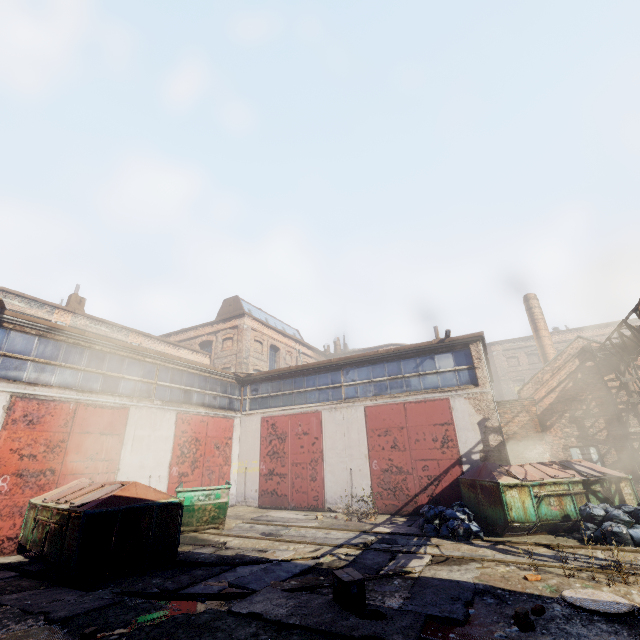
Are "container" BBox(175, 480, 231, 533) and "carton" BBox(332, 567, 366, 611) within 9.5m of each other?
yes

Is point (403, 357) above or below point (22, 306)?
below

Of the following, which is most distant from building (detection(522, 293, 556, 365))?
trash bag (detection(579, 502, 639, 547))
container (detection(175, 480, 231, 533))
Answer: container (detection(175, 480, 231, 533))

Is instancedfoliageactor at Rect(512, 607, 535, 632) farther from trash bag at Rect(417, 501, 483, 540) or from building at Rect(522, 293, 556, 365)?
building at Rect(522, 293, 556, 365)

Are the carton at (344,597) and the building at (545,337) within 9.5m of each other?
no

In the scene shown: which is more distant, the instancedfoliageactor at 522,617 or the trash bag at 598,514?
the trash bag at 598,514

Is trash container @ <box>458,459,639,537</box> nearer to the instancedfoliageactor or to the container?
the instancedfoliageactor

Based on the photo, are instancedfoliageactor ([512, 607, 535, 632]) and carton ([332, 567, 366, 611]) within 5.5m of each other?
yes
